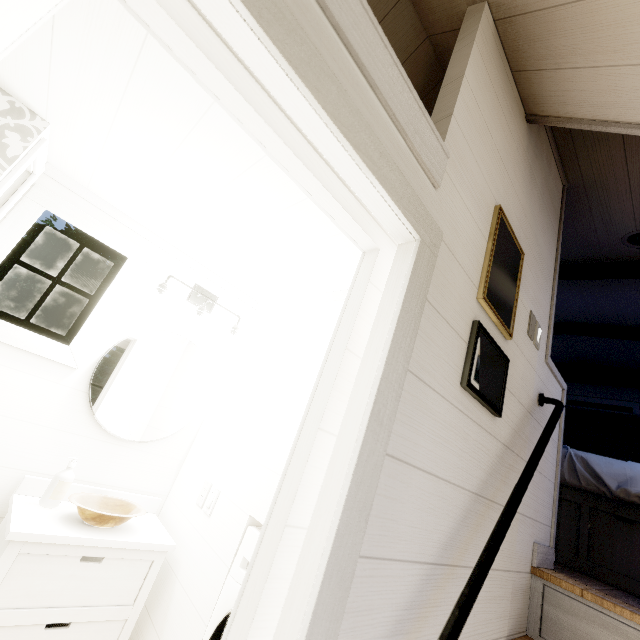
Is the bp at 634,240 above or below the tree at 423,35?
above

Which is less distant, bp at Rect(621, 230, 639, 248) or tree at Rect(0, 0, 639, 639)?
tree at Rect(0, 0, 639, 639)

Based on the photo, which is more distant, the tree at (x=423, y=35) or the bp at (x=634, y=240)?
the bp at (x=634, y=240)

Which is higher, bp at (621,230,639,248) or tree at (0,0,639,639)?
bp at (621,230,639,248)

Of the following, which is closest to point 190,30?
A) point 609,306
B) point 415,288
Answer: point 415,288
